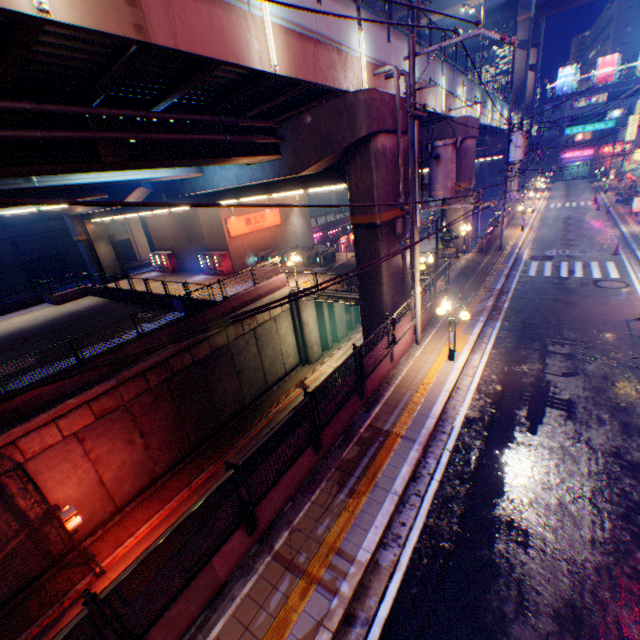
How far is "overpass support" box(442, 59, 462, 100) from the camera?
18.9 meters

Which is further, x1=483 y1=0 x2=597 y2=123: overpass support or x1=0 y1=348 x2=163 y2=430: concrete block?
x1=483 y1=0 x2=597 y2=123: overpass support

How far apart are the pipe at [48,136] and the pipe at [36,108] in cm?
30

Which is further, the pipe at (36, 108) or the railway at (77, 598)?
the railway at (77, 598)

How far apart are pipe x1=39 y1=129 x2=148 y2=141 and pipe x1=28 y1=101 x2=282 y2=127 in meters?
0.3

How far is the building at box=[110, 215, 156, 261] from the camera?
43.2 meters

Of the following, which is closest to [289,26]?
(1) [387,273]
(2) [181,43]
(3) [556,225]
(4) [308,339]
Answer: (2) [181,43]

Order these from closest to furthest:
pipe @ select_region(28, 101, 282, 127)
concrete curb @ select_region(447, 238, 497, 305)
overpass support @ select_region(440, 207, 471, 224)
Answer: pipe @ select_region(28, 101, 282, 127) → concrete curb @ select_region(447, 238, 497, 305) → overpass support @ select_region(440, 207, 471, 224)
